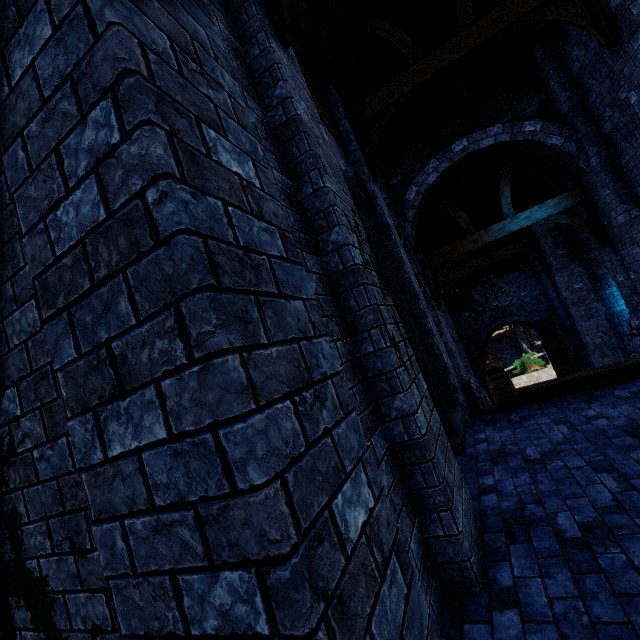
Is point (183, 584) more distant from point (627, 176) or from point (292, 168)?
point (627, 176)

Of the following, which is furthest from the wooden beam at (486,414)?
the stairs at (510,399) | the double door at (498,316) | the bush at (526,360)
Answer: the bush at (526,360)

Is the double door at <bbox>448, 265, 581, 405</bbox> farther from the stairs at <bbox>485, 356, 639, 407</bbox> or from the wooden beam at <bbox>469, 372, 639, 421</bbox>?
the wooden beam at <bbox>469, 372, 639, 421</bbox>

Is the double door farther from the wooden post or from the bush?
the wooden post

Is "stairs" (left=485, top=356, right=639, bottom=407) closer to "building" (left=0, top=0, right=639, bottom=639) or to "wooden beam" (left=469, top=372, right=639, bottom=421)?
"wooden beam" (left=469, top=372, right=639, bottom=421)

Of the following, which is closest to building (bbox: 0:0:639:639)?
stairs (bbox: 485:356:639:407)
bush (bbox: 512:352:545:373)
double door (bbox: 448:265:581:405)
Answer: double door (bbox: 448:265:581:405)

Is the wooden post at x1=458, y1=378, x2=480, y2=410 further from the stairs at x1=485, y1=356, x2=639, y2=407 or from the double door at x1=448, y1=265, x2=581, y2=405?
the double door at x1=448, y1=265, x2=581, y2=405

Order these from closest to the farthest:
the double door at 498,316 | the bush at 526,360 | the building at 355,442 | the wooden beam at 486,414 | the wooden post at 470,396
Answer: the building at 355,442, the wooden beam at 486,414, the wooden post at 470,396, the double door at 498,316, the bush at 526,360
